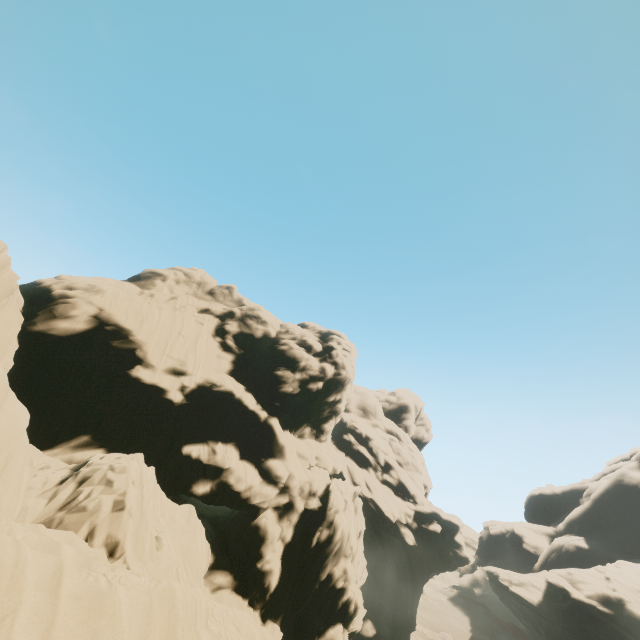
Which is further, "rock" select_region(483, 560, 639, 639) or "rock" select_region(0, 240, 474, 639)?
"rock" select_region(483, 560, 639, 639)

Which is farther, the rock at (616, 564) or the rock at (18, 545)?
the rock at (616, 564)

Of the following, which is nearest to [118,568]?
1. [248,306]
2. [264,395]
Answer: [264,395]
